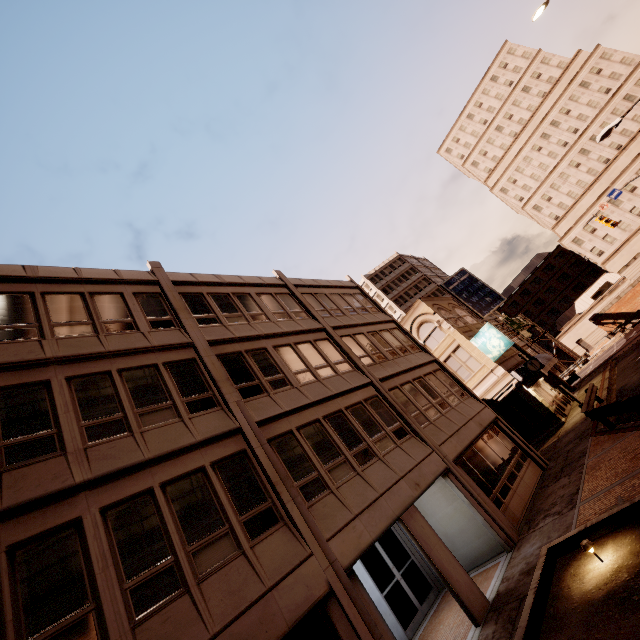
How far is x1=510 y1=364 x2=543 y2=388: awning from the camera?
22.5 meters

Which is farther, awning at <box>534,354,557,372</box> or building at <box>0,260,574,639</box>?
awning at <box>534,354,557,372</box>

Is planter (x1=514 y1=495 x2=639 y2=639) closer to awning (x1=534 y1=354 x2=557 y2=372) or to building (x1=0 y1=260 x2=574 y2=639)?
building (x1=0 y1=260 x2=574 y2=639)

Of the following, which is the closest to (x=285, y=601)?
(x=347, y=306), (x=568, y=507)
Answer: (x=568, y=507)

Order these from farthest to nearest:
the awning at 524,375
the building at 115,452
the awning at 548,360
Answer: the awning at 548,360
the awning at 524,375
the building at 115,452

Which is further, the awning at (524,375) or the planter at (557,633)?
the awning at (524,375)

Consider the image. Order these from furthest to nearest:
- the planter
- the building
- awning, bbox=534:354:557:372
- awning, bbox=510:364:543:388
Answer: awning, bbox=534:354:557:372 → awning, bbox=510:364:543:388 → the building → the planter
